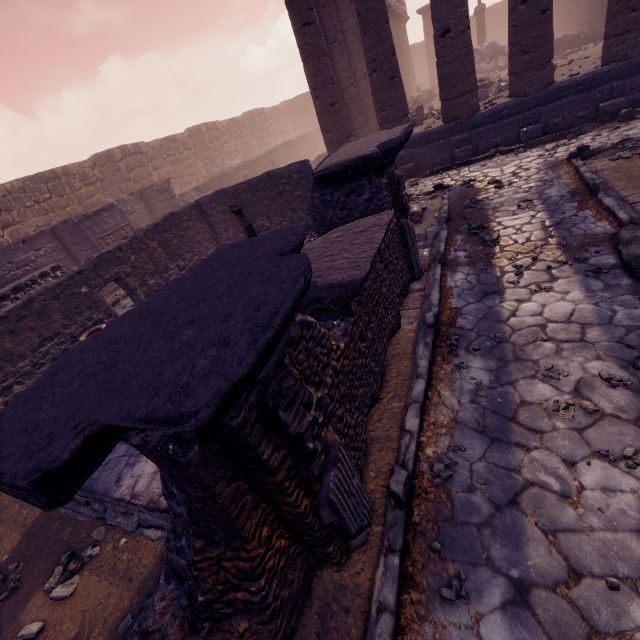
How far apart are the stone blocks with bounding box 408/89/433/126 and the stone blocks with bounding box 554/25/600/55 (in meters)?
6.29

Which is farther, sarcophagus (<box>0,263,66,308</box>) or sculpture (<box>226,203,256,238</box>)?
sarcophagus (<box>0,263,66,308</box>)

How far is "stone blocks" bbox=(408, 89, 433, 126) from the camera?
12.5 meters

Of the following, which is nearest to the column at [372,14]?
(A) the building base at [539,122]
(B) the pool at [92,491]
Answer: (A) the building base at [539,122]

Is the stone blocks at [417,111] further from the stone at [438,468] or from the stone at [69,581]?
the stone at [69,581]

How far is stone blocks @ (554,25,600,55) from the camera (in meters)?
14.49

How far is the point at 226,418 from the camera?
1.1m

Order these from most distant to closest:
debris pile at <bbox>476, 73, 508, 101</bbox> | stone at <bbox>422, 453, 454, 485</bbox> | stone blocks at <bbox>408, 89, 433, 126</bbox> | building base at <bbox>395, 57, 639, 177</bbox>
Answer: stone blocks at <bbox>408, 89, 433, 126</bbox> → debris pile at <bbox>476, 73, 508, 101</bbox> → building base at <bbox>395, 57, 639, 177</bbox> → stone at <bbox>422, 453, 454, 485</bbox>
